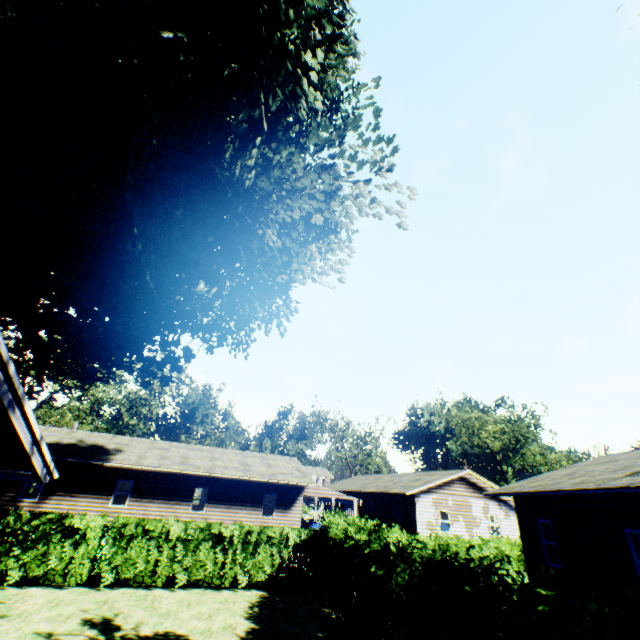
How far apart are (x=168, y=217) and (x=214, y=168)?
3.66m

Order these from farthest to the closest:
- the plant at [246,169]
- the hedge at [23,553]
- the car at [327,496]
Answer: the car at [327,496] < the plant at [246,169] < the hedge at [23,553]

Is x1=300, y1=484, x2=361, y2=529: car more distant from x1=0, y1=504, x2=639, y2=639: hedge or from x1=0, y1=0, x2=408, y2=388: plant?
x1=0, y1=0, x2=408, y2=388: plant

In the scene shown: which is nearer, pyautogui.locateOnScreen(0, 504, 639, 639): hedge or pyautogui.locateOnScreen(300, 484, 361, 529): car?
pyautogui.locateOnScreen(0, 504, 639, 639): hedge

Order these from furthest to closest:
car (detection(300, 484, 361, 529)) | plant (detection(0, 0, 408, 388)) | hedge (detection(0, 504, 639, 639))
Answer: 1. car (detection(300, 484, 361, 529))
2. plant (detection(0, 0, 408, 388))
3. hedge (detection(0, 504, 639, 639))

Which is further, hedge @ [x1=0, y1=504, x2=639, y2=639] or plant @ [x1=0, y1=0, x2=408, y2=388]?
plant @ [x1=0, y1=0, x2=408, y2=388]

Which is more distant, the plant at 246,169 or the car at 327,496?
the car at 327,496
